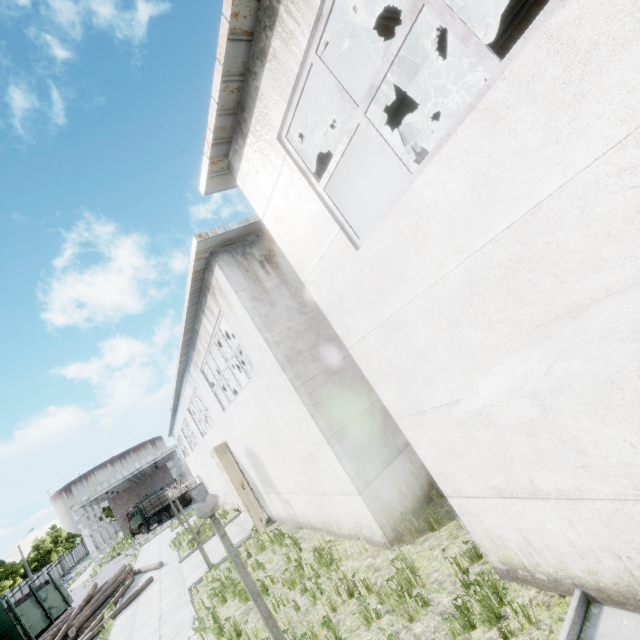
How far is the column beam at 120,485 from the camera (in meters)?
39.91

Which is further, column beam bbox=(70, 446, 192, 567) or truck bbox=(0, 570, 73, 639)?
column beam bbox=(70, 446, 192, 567)

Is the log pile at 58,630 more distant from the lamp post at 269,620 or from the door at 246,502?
the lamp post at 269,620

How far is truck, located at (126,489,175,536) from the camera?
41.6m

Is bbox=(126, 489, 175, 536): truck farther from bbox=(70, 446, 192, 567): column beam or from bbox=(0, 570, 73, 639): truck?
bbox=(0, 570, 73, 639): truck

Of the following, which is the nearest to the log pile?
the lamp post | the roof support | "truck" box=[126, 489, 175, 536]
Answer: the lamp post

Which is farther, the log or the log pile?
the log pile

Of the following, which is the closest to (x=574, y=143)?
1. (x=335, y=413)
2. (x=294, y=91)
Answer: (x=294, y=91)
